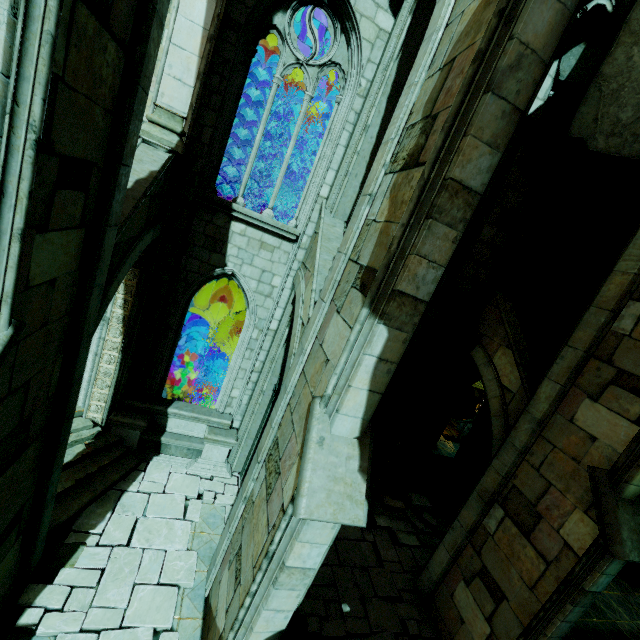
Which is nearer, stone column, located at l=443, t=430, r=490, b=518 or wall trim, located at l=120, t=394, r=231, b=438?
wall trim, located at l=120, t=394, r=231, b=438

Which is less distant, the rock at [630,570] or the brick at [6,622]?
the brick at [6,622]

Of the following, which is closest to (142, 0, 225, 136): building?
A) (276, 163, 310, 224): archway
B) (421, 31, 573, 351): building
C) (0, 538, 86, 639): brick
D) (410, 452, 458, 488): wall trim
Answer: (276, 163, 310, 224): archway

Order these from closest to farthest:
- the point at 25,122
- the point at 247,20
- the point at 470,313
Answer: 1. the point at 25,122
2. the point at 247,20
3. the point at 470,313

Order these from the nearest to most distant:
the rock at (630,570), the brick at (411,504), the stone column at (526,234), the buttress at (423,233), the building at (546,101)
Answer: the buttress at (423,233), the building at (546,101), the stone column at (526,234), the brick at (411,504), the rock at (630,570)

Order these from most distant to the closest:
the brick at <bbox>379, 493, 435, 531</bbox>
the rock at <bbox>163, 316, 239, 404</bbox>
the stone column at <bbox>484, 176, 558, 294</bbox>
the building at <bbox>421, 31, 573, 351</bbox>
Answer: the rock at <bbox>163, 316, 239, 404</bbox>
the brick at <bbox>379, 493, 435, 531</bbox>
the stone column at <bbox>484, 176, 558, 294</bbox>
the building at <bbox>421, 31, 573, 351</bbox>

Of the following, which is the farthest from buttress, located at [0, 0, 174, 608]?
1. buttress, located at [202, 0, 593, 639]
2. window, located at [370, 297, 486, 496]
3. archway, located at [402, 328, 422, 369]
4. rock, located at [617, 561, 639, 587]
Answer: window, located at [370, 297, 486, 496]

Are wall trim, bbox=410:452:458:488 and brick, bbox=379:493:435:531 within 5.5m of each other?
yes
